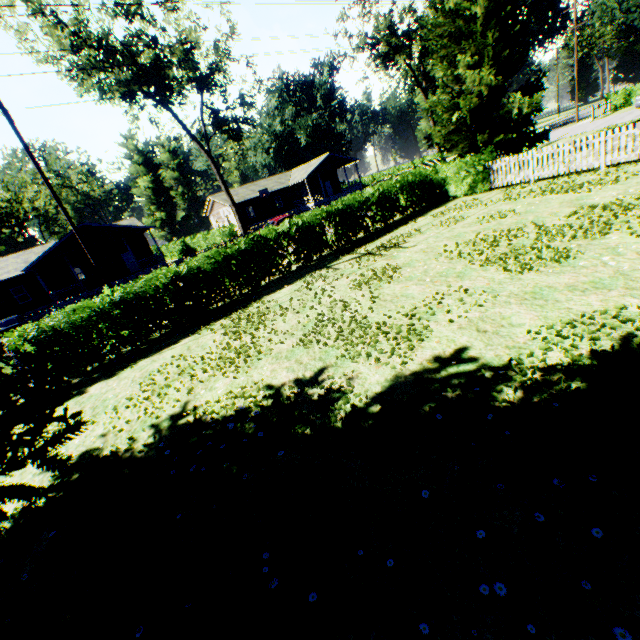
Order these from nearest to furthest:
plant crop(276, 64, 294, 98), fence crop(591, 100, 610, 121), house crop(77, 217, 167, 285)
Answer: house crop(77, 217, 167, 285)
fence crop(591, 100, 610, 121)
plant crop(276, 64, 294, 98)

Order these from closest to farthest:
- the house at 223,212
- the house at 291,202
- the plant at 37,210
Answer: the house at 223,212 < the house at 291,202 < the plant at 37,210

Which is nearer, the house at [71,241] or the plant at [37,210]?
the house at [71,241]

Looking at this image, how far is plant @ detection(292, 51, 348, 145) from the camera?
55.6m

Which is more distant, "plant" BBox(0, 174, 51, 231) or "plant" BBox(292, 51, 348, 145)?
"plant" BBox(292, 51, 348, 145)

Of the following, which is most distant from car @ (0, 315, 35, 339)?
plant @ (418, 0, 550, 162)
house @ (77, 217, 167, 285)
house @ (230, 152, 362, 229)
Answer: house @ (230, 152, 362, 229)

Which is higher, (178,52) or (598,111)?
(178,52)
